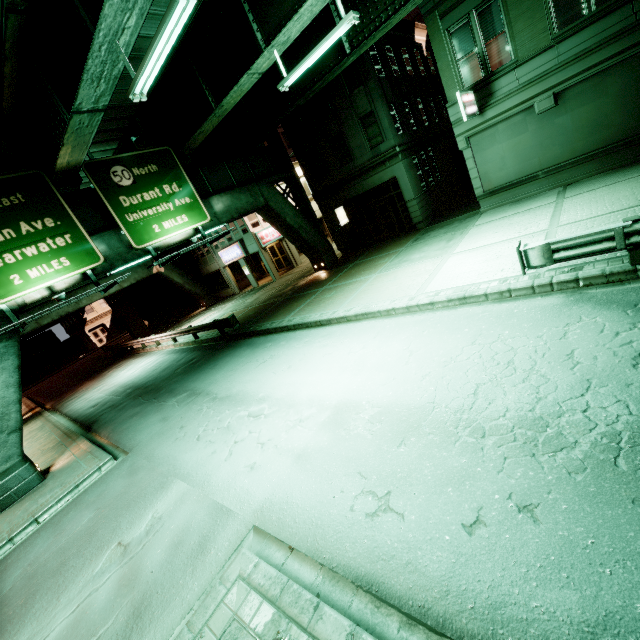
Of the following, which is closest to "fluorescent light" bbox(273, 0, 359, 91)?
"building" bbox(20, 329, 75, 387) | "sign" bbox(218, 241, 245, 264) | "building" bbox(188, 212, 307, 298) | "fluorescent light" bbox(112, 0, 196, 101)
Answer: "fluorescent light" bbox(112, 0, 196, 101)

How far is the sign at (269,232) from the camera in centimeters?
2815cm

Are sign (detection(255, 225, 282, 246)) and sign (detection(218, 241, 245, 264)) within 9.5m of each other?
yes

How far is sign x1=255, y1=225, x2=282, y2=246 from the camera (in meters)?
28.15

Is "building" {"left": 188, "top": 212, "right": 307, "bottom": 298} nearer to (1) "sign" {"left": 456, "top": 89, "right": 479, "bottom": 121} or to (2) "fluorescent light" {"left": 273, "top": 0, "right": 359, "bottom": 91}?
(1) "sign" {"left": 456, "top": 89, "right": 479, "bottom": 121}

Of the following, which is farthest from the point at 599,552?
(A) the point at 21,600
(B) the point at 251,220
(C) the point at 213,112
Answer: (B) the point at 251,220

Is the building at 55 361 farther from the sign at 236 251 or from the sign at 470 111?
the sign at 470 111

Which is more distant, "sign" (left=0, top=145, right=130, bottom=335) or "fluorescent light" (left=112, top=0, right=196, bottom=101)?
"sign" (left=0, top=145, right=130, bottom=335)
